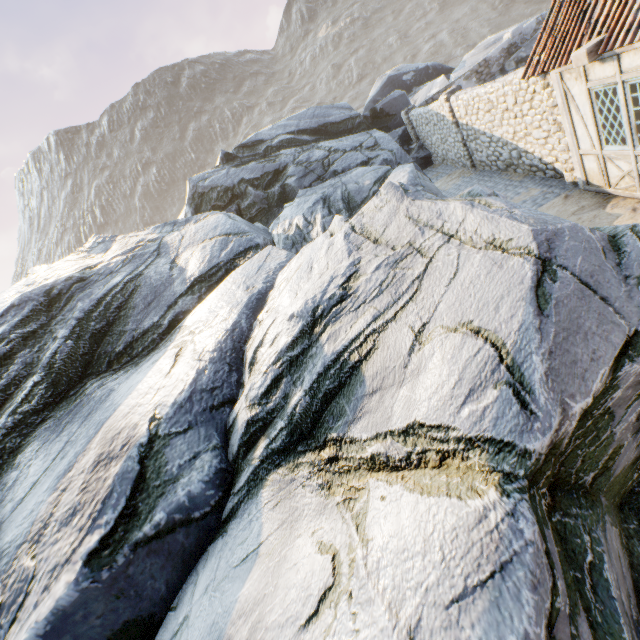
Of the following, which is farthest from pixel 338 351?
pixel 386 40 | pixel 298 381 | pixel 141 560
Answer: pixel 386 40

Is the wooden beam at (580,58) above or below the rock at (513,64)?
above

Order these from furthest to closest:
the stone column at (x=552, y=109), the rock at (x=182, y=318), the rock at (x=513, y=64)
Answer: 1. the rock at (x=513, y=64)
2. the stone column at (x=552, y=109)
3. the rock at (x=182, y=318)

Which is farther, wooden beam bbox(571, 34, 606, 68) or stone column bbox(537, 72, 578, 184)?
stone column bbox(537, 72, 578, 184)

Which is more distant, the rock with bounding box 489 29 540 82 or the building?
the rock with bounding box 489 29 540 82

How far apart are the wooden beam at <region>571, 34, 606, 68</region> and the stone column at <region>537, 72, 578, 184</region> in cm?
131

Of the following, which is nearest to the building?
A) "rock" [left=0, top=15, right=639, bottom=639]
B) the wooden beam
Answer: the wooden beam

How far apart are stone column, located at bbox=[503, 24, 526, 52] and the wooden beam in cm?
1549
